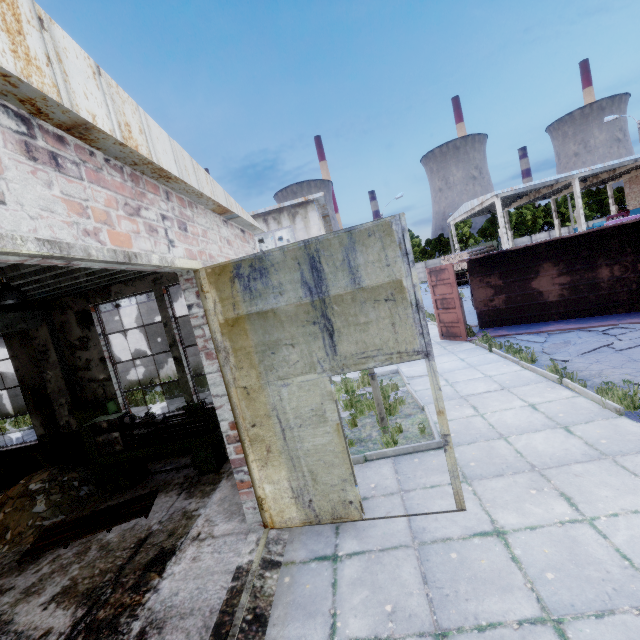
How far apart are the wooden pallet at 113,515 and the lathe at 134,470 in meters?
0.5

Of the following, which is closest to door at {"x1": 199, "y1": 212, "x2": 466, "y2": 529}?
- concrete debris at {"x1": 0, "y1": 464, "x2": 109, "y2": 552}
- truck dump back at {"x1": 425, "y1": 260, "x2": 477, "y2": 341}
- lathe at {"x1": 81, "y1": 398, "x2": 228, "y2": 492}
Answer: lathe at {"x1": 81, "y1": 398, "x2": 228, "y2": 492}

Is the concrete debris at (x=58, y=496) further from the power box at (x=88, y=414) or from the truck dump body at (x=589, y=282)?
the truck dump body at (x=589, y=282)

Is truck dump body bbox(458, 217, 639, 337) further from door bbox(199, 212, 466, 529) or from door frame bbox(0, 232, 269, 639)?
door frame bbox(0, 232, 269, 639)

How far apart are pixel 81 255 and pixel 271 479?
3.6m

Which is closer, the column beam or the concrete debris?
the concrete debris

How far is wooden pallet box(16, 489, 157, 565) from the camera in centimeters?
538cm

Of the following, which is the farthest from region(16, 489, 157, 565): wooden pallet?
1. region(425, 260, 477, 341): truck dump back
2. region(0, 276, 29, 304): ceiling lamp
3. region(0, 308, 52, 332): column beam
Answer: region(425, 260, 477, 341): truck dump back
